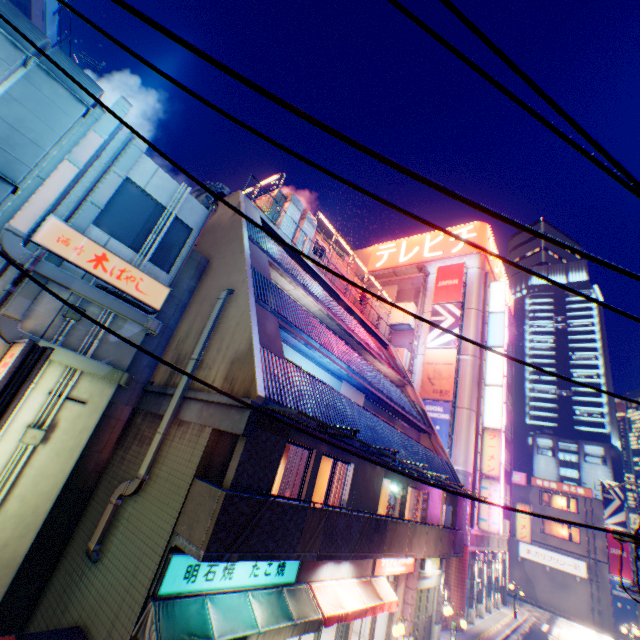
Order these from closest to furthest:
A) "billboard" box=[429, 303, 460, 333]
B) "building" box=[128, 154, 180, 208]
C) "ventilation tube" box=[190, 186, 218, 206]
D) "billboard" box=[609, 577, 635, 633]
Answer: "building" box=[128, 154, 180, 208]
"ventilation tube" box=[190, 186, 218, 206]
"billboard" box=[429, 303, 460, 333]
"billboard" box=[609, 577, 635, 633]

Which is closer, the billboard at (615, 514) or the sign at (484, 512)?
the sign at (484, 512)

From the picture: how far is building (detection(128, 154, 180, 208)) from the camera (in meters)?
8.38

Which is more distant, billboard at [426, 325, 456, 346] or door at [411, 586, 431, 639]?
billboard at [426, 325, 456, 346]

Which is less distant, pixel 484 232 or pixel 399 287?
pixel 484 232

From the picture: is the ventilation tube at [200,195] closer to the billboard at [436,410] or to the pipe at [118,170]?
the pipe at [118,170]

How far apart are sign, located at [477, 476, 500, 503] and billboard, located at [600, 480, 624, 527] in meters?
24.3

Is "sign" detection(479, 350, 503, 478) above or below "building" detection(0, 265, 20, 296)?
above
